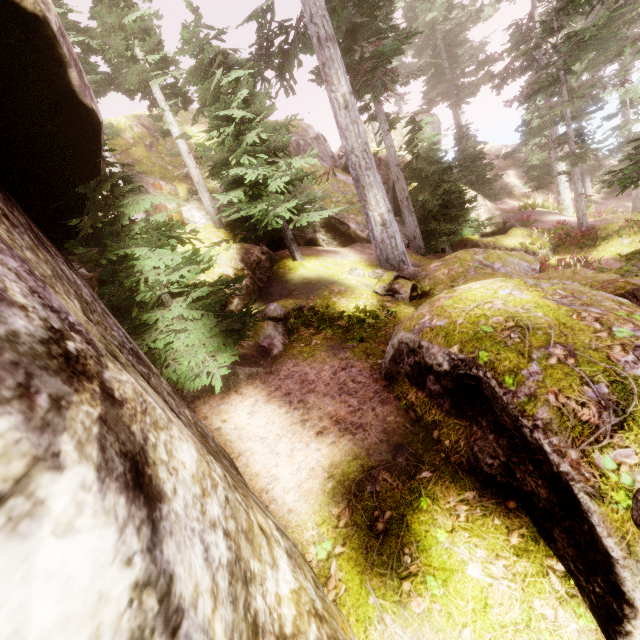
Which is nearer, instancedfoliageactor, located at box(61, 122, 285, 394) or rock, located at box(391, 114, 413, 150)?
instancedfoliageactor, located at box(61, 122, 285, 394)

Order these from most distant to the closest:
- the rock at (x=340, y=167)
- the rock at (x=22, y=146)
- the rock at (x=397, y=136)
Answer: the rock at (x=397, y=136)
the rock at (x=340, y=167)
the rock at (x=22, y=146)

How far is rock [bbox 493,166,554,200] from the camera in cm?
2608

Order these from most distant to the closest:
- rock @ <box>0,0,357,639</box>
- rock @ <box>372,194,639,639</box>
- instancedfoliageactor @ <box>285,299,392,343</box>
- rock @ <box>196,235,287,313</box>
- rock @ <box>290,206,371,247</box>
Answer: rock @ <box>290,206,371,247</box>
rock @ <box>196,235,287,313</box>
instancedfoliageactor @ <box>285,299,392,343</box>
rock @ <box>372,194,639,639</box>
rock @ <box>0,0,357,639</box>

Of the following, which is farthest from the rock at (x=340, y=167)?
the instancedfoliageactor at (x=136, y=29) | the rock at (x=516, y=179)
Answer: the rock at (x=516, y=179)

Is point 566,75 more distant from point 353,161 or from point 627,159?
point 627,159

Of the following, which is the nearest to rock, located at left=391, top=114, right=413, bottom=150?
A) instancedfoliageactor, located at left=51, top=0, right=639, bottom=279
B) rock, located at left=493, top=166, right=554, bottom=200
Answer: instancedfoliageactor, located at left=51, top=0, right=639, bottom=279
